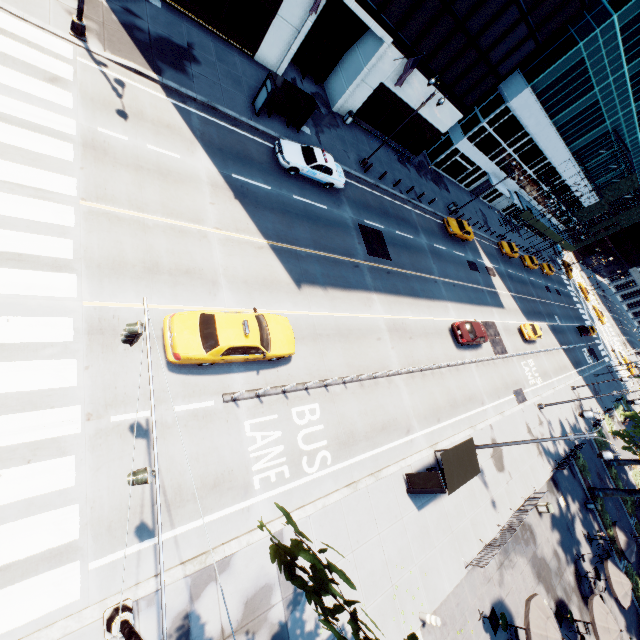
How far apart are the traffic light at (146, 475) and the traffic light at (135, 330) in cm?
258

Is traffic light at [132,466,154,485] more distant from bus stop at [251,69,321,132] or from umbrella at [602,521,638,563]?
umbrella at [602,521,638,563]

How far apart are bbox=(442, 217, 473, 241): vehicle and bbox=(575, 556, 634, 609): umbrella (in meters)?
28.35

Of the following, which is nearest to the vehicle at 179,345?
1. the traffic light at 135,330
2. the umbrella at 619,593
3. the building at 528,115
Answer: the traffic light at 135,330

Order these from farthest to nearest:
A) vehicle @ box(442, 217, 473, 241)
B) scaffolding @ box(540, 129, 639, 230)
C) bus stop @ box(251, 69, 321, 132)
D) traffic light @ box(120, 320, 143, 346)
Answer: scaffolding @ box(540, 129, 639, 230)
vehicle @ box(442, 217, 473, 241)
bus stop @ box(251, 69, 321, 132)
traffic light @ box(120, 320, 143, 346)

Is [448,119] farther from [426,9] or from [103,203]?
[103,203]

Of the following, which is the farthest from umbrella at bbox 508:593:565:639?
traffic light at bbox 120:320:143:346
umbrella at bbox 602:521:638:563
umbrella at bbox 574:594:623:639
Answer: traffic light at bbox 120:320:143:346

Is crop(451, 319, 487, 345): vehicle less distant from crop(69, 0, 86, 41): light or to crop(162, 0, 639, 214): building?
crop(162, 0, 639, 214): building
